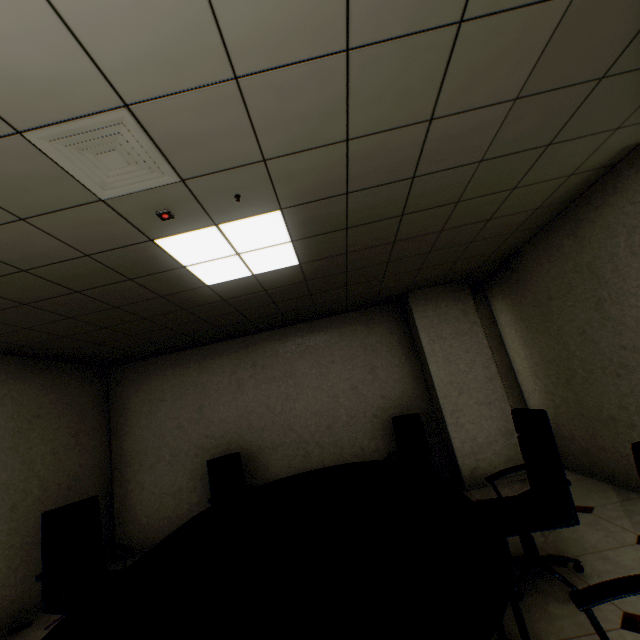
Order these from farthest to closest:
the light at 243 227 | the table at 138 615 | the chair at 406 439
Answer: the chair at 406 439
the light at 243 227
the table at 138 615

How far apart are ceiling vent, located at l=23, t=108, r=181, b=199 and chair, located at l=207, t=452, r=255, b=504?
3.68m

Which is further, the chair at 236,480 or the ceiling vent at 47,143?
the chair at 236,480

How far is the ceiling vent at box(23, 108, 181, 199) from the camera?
1.46m

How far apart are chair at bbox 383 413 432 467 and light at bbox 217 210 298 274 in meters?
2.8

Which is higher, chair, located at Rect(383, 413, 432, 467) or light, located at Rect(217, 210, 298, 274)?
light, located at Rect(217, 210, 298, 274)

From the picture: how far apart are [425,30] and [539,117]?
1.1 meters

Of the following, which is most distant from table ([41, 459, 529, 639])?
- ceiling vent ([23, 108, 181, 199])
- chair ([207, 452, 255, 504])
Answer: ceiling vent ([23, 108, 181, 199])
